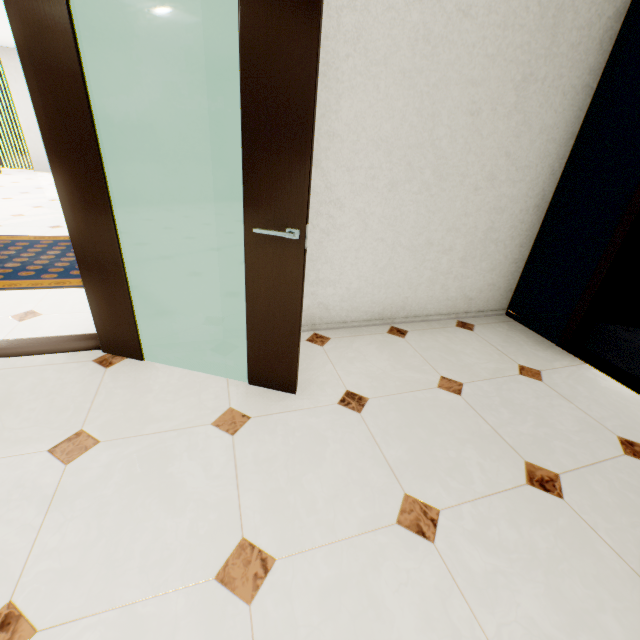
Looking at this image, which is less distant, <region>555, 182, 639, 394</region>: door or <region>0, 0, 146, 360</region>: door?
<region>0, 0, 146, 360</region>: door

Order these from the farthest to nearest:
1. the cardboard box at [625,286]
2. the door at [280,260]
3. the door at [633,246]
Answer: the cardboard box at [625,286] < the door at [633,246] < the door at [280,260]

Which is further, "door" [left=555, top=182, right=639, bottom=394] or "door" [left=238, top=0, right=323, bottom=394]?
"door" [left=555, top=182, right=639, bottom=394]

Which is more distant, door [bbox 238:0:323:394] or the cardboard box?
the cardboard box

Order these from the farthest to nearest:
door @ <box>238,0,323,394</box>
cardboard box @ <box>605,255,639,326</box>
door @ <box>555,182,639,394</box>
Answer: cardboard box @ <box>605,255,639,326</box>
door @ <box>555,182,639,394</box>
door @ <box>238,0,323,394</box>

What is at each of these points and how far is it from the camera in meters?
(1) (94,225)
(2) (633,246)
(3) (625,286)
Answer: (1) door, 1.8
(2) door, 2.5
(3) cardboard box, 3.5

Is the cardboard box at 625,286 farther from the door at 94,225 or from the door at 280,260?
the door at 94,225

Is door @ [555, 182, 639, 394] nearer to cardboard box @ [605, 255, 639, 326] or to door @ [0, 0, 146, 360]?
cardboard box @ [605, 255, 639, 326]
